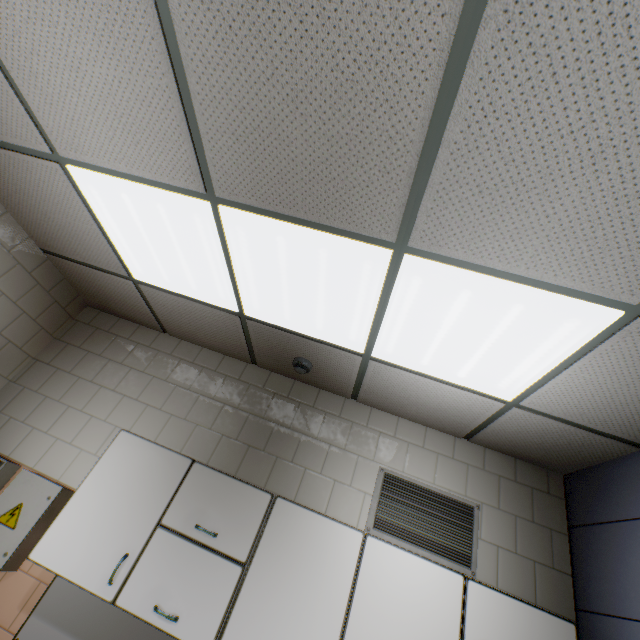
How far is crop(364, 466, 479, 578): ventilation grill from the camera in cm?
228

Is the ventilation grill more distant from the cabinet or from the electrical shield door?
the electrical shield door

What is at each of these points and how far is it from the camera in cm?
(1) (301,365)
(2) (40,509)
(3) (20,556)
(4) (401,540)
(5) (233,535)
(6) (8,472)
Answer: (1) fire alarm, 264
(2) electrical shield door, 221
(3) electrical shield, 213
(4) ventilation grill, 231
(5) cabinet, 195
(6) electrical shield, 242

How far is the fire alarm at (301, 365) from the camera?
2.63m

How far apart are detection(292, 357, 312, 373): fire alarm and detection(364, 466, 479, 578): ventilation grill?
0.99m

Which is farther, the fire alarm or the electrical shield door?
the fire alarm

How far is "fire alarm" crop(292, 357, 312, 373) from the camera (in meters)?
2.63

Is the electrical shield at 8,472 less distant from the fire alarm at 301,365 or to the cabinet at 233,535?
the cabinet at 233,535
